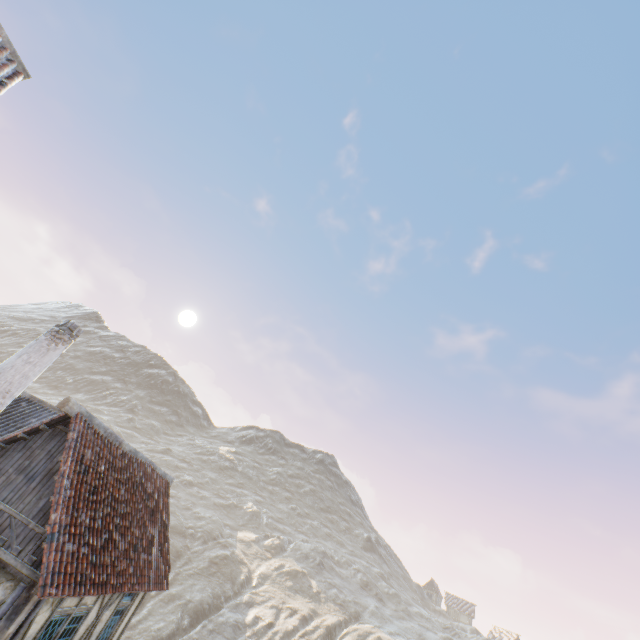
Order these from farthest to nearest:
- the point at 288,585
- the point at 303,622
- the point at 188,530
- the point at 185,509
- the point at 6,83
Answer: the point at 185,509, the point at 188,530, the point at 288,585, the point at 303,622, the point at 6,83

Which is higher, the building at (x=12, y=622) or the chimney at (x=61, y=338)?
the chimney at (x=61, y=338)

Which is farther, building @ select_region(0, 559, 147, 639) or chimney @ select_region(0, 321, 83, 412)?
chimney @ select_region(0, 321, 83, 412)

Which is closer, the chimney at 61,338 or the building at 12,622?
the building at 12,622

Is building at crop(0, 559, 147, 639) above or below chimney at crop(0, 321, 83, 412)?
below
